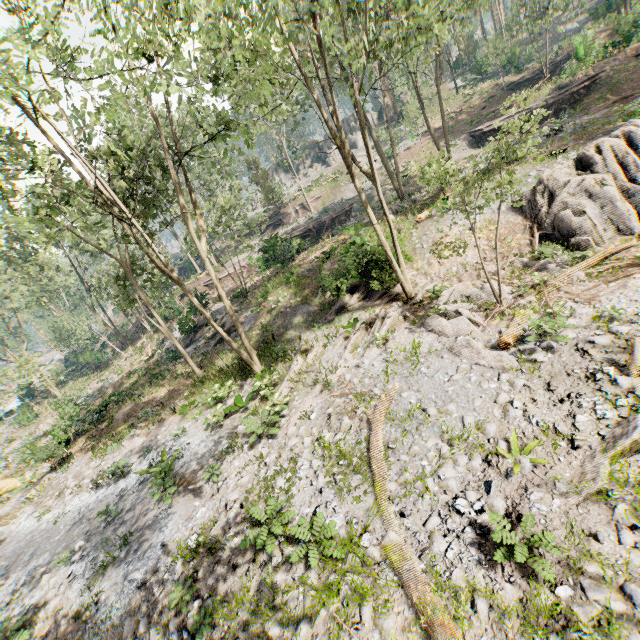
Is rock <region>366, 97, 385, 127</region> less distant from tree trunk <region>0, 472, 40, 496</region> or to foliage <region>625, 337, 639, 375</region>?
foliage <region>625, 337, 639, 375</region>

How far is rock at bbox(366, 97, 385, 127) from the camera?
54.8 meters

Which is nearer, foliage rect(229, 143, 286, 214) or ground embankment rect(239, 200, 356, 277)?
ground embankment rect(239, 200, 356, 277)

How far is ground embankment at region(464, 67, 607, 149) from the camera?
26.16m

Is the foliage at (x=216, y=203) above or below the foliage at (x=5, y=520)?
above

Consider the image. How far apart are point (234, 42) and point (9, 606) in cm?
1962

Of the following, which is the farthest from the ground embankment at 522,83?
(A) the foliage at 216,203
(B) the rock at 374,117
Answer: (B) the rock at 374,117
